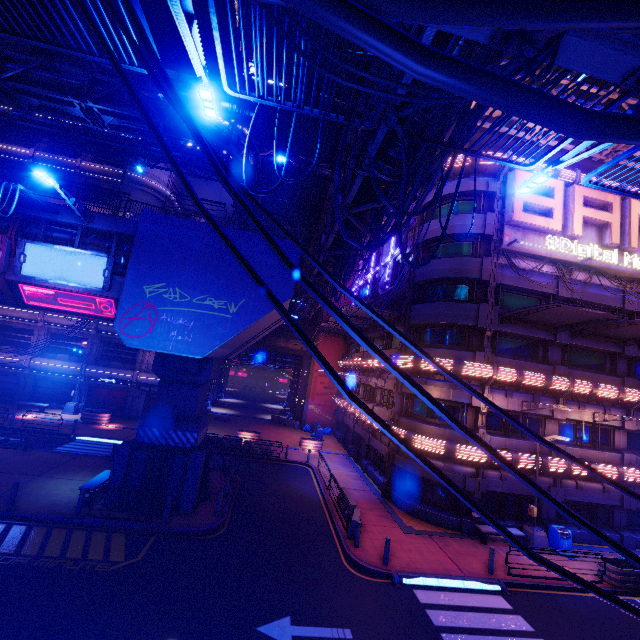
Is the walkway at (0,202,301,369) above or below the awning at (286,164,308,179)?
below

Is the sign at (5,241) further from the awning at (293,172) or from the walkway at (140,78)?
the walkway at (140,78)

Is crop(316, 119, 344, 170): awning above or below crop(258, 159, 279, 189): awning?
below

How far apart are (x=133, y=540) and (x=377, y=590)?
9.81m

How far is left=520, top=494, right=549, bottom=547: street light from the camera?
16.9m

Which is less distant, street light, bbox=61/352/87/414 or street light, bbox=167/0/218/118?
street light, bbox=167/0/218/118

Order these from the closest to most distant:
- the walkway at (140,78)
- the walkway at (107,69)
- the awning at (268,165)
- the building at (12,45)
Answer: the awning at (268,165) < the building at (12,45) < the walkway at (107,69) < the walkway at (140,78)

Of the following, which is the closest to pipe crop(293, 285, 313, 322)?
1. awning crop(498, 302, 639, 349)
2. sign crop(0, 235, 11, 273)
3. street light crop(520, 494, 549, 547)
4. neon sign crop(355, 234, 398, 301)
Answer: neon sign crop(355, 234, 398, 301)
